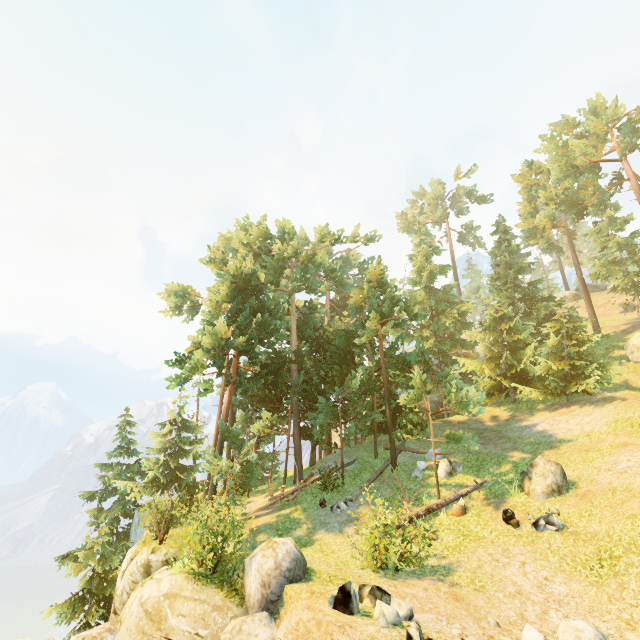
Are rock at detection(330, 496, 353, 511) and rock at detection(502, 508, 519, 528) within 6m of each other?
no

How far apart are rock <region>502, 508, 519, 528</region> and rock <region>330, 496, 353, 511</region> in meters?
7.6

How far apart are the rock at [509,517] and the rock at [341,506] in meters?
7.6

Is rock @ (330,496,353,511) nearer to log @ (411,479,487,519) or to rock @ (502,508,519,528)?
log @ (411,479,487,519)

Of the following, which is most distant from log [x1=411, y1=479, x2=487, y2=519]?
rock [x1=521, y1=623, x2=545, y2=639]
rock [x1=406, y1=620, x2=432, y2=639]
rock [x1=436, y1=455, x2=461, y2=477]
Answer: rock [x1=406, y1=620, x2=432, y2=639]

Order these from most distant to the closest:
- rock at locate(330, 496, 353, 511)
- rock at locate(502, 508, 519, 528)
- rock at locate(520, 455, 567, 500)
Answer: rock at locate(330, 496, 353, 511) < rock at locate(520, 455, 567, 500) < rock at locate(502, 508, 519, 528)

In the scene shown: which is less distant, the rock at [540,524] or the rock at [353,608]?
the rock at [353,608]

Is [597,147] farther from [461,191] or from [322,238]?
[322,238]
